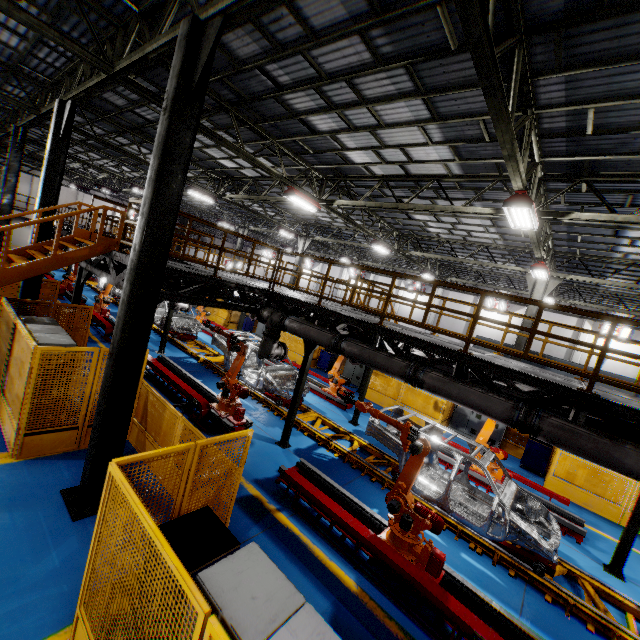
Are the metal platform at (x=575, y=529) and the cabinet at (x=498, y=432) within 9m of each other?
yes

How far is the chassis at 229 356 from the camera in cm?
1290

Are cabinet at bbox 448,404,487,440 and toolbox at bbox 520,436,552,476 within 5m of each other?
yes

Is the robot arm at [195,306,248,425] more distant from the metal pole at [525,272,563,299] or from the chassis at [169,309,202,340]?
the metal pole at [525,272,563,299]

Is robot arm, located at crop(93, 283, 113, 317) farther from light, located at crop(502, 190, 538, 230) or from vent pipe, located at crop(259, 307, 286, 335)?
light, located at crop(502, 190, 538, 230)

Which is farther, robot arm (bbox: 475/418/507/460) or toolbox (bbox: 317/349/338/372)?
toolbox (bbox: 317/349/338/372)

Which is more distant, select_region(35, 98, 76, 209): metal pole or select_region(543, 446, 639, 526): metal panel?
select_region(543, 446, 639, 526): metal panel

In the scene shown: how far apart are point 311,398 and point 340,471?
5.24m
